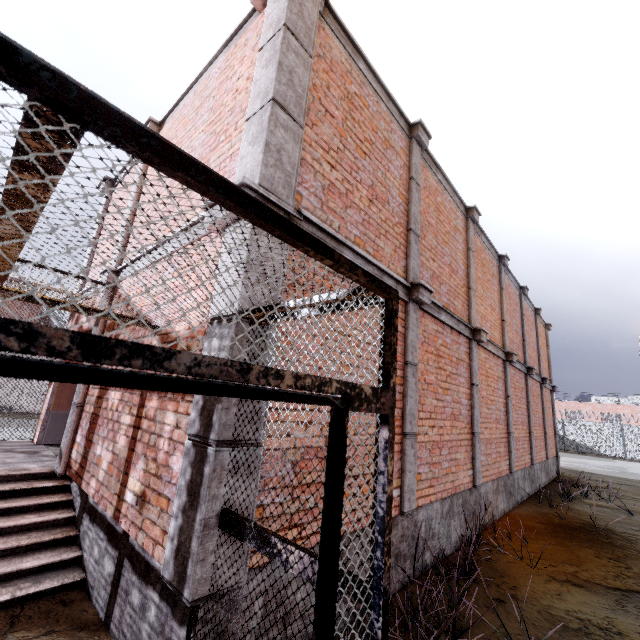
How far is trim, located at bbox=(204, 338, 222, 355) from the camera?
2.64m

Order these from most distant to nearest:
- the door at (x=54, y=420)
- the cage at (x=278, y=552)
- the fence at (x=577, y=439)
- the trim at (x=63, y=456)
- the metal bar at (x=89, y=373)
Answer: the fence at (x=577, y=439), the door at (x=54, y=420), the trim at (x=63, y=456), the cage at (x=278, y=552), the metal bar at (x=89, y=373)

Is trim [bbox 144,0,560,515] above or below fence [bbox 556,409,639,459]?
above

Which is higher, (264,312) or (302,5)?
(302,5)

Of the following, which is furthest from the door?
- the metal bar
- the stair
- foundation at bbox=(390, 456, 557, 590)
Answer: the metal bar

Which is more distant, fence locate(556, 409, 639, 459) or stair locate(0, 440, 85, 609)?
fence locate(556, 409, 639, 459)

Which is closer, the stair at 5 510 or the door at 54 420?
the stair at 5 510

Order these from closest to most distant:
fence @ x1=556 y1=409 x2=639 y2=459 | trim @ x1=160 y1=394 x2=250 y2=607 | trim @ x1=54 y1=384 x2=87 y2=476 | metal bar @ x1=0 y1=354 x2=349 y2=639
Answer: metal bar @ x1=0 y1=354 x2=349 y2=639 → trim @ x1=160 y1=394 x2=250 y2=607 → trim @ x1=54 y1=384 x2=87 y2=476 → fence @ x1=556 y1=409 x2=639 y2=459
